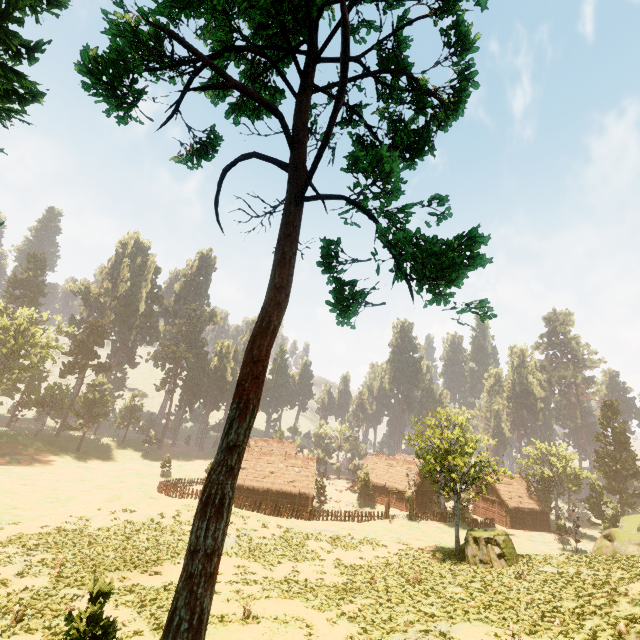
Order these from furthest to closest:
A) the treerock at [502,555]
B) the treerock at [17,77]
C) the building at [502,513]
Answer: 1. the building at [502,513]
2. the treerock at [502,555]
3. the treerock at [17,77]

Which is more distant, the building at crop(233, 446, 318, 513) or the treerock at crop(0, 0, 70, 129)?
the building at crop(233, 446, 318, 513)

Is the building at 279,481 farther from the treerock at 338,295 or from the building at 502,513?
the building at 502,513

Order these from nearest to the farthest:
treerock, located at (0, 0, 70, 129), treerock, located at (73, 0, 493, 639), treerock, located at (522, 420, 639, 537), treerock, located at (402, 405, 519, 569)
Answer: treerock, located at (73, 0, 493, 639), treerock, located at (0, 0, 70, 129), treerock, located at (402, 405, 519, 569), treerock, located at (522, 420, 639, 537)

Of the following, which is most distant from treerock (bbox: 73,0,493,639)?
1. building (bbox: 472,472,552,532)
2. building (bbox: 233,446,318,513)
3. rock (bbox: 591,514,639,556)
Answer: rock (bbox: 591,514,639,556)

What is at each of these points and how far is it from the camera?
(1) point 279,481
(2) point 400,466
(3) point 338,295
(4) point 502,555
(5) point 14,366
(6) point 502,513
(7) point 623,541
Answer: (1) building, 47.2m
(2) building, 59.3m
(3) treerock, 9.0m
(4) treerock, 23.5m
(5) treerock, 53.8m
(6) building, 52.5m
(7) rock, 27.1m

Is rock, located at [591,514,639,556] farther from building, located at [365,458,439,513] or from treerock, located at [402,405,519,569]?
building, located at [365,458,439,513]
